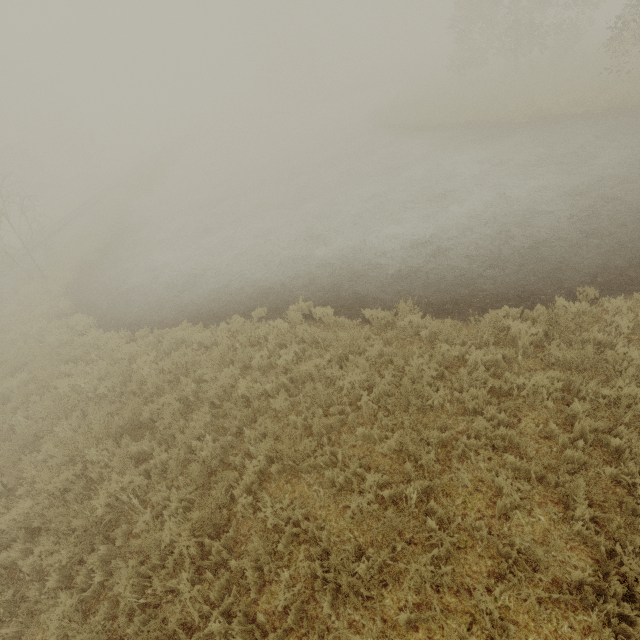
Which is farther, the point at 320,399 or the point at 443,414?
the point at 320,399
